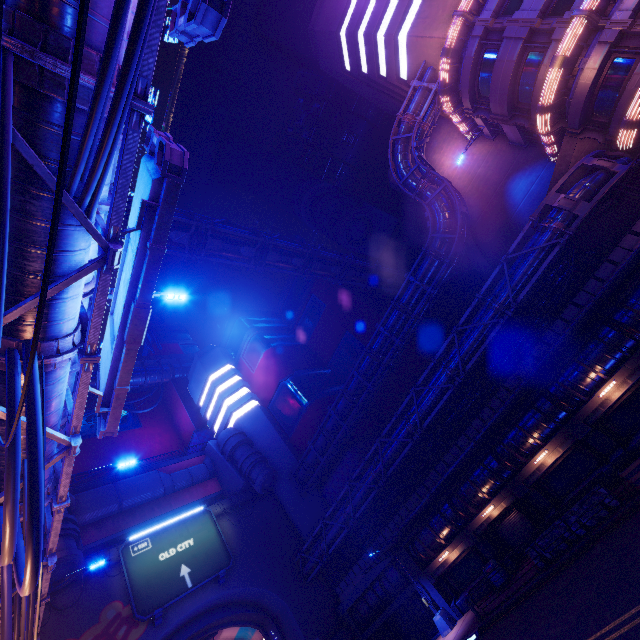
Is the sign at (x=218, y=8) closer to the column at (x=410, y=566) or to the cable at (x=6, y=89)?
the cable at (x=6, y=89)

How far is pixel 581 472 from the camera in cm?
1775

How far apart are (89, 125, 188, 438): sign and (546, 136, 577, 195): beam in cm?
2337

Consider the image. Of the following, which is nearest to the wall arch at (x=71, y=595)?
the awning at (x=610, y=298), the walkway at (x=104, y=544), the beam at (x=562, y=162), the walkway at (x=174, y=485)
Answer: the walkway at (x=104, y=544)

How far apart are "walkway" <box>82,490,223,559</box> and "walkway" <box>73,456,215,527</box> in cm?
146

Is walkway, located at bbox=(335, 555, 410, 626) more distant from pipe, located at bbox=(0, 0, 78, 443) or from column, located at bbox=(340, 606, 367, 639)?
pipe, located at bbox=(0, 0, 78, 443)

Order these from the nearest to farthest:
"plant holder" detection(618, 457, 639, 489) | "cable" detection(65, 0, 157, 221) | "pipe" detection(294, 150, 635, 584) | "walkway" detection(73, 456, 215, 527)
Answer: "cable" detection(65, 0, 157, 221) < "plant holder" detection(618, 457, 639, 489) < "pipe" detection(294, 150, 635, 584) < "walkway" detection(73, 456, 215, 527)

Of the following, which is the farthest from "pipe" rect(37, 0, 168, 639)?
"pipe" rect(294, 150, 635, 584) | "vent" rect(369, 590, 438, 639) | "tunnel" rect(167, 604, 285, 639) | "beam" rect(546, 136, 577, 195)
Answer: "beam" rect(546, 136, 577, 195)
